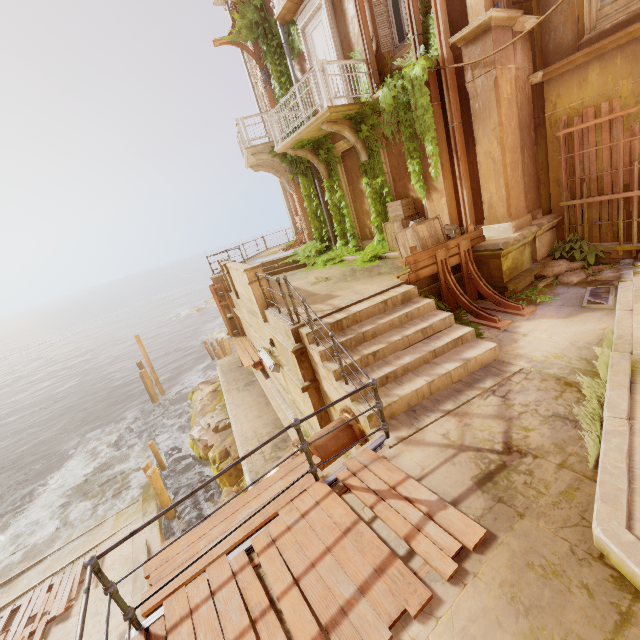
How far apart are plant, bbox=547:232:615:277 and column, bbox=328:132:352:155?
5.5m

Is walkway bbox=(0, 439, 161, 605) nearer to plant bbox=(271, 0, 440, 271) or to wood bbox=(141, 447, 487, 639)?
wood bbox=(141, 447, 487, 639)

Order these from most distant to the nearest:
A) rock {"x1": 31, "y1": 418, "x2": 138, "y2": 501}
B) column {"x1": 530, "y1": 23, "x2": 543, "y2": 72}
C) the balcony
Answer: rock {"x1": 31, "y1": 418, "x2": 138, "y2": 501}
the balcony
column {"x1": 530, "y1": 23, "x2": 543, "y2": 72}

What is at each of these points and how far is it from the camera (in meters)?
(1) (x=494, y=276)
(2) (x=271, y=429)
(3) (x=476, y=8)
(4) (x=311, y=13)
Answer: (1) column, 7.66
(2) building, 11.38
(3) column, 6.61
(4) door, 10.12

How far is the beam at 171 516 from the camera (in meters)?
12.70

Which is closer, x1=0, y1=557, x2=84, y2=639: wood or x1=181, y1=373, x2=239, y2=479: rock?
x1=0, y1=557, x2=84, y2=639: wood

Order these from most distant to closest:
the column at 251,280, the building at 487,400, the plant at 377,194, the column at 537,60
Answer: the column at 251,280 < the plant at 377,194 < the column at 537,60 < the building at 487,400

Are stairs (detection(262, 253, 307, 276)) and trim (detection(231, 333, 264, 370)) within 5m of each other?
yes
